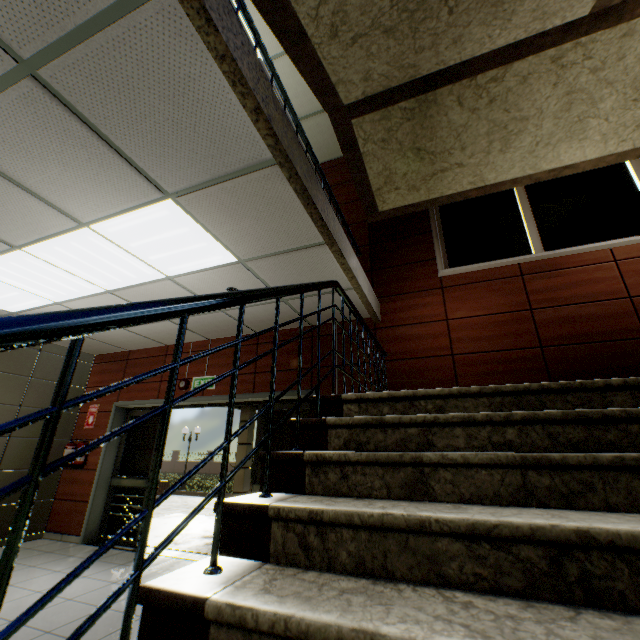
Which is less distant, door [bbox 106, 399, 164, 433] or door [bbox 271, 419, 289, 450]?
door [bbox 271, 419, 289, 450]

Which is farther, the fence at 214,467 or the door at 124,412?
the fence at 214,467

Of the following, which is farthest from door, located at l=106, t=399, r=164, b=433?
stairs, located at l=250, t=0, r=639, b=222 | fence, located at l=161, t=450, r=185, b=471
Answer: fence, located at l=161, t=450, r=185, b=471

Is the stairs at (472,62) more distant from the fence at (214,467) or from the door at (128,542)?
the fence at (214,467)

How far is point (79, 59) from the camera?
1.7m

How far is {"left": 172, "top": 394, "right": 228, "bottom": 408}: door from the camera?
5.3m

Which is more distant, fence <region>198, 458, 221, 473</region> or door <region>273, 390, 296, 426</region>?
fence <region>198, 458, 221, 473</region>
